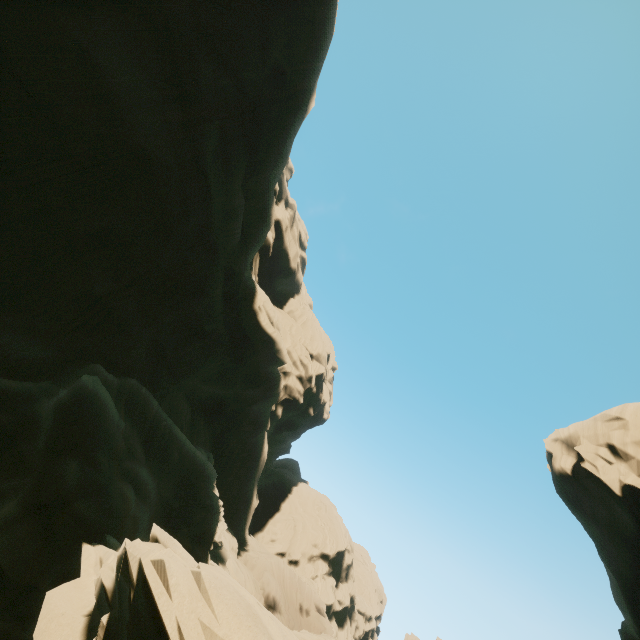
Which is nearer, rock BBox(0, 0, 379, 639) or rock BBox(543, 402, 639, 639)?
rock BBox(0, 0, 379, 639)

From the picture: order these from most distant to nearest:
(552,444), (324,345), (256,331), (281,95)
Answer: (324,345) < (256,331) < (552,444) < (281,95)

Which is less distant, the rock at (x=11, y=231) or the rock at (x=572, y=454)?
the rock at (x=11, y=231)
